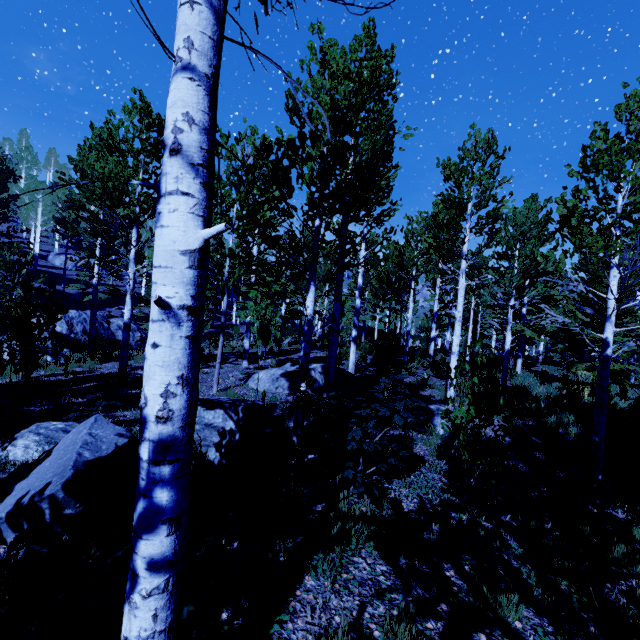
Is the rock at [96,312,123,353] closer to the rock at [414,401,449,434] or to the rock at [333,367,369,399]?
the rock at [333,367,369,399]

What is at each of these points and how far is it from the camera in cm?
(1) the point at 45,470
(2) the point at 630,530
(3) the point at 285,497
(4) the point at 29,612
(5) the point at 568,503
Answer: (1) rock, 300
(2) instancedfoliageactor, 417
(3) instancedfoliageactor, 345
(4) instancedfoliageactor, 177
(5) instancedfoliageactor, 460

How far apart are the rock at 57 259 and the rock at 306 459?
46.9m

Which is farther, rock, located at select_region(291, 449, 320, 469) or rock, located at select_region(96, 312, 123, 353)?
rock, located at select_region(96, 312, 123, 353)

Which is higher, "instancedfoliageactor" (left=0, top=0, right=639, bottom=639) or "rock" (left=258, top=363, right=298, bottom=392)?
"instancedfoliageactor" (left=0, top=0, right=639, bottom=639)

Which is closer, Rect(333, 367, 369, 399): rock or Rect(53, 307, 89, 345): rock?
Rect(333, 367, 369, 399): rock

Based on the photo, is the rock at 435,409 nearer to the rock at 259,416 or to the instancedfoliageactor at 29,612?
the instancedfoliageactor at 29,612

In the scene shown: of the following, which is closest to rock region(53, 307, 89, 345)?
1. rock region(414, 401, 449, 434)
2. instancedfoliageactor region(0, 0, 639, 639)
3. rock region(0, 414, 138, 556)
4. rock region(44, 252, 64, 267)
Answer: instancedfoliageactor region(0, 0, 639, 639)
